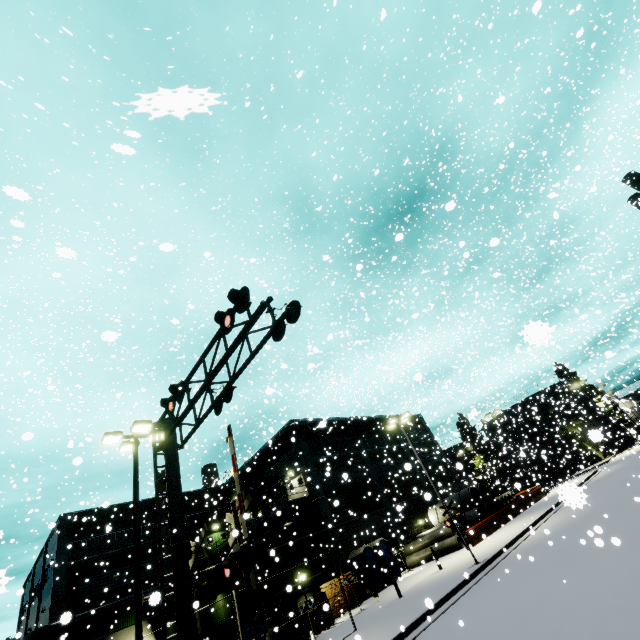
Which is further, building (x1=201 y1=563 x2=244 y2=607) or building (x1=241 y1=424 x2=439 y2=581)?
building (x1=241 y1=424 x2=439 y2=581)

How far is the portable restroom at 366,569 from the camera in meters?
24.0

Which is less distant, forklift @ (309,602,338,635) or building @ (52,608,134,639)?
forklift @ (309,602,338,635)

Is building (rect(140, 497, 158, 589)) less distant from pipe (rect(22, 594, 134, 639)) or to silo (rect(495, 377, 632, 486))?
pipe (rect(22, 594, 134, 639))

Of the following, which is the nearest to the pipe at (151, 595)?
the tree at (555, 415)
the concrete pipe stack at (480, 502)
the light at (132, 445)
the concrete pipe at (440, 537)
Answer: the concrete pipe stack at (480, 502)

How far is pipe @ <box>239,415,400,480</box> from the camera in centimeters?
3069cm

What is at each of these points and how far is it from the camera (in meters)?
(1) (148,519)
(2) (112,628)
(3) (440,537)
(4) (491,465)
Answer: →
(1) building, 33.41
(2) building, 26.91
(3) concrete pipe, 27.41
(4) tree, 57.28

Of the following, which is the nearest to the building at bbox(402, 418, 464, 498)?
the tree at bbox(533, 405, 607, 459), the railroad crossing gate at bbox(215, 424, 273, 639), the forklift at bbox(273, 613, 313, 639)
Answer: the tree at bbox(533, 405, 607, 459)
